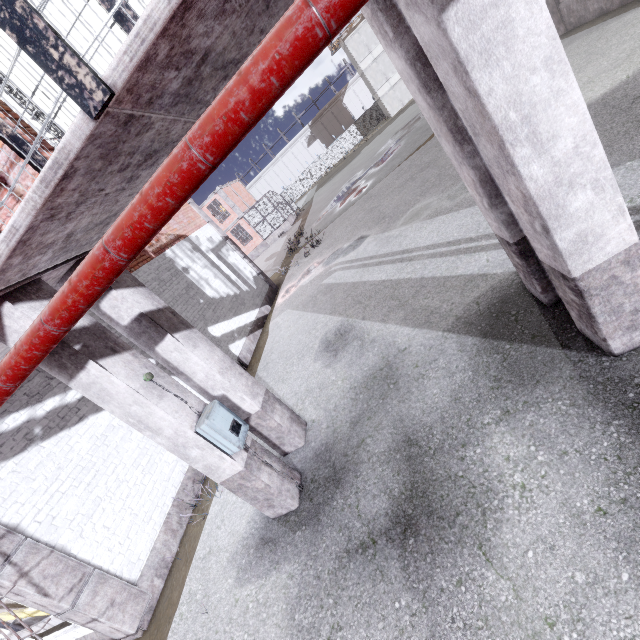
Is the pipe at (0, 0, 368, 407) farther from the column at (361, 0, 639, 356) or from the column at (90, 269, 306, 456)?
the column at (90, 269, 306, 456)

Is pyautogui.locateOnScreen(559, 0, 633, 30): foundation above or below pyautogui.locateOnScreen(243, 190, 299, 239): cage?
below

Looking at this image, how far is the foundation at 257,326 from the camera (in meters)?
10.05

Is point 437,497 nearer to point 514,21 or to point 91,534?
point 514,21

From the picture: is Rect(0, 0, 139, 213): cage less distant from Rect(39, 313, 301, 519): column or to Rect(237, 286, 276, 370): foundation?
Rect(39, 313, 301, 519): column

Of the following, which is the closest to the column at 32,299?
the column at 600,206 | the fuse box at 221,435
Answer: the fuse box at 221,435

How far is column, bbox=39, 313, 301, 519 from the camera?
3.26m

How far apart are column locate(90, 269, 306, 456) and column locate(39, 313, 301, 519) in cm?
46
